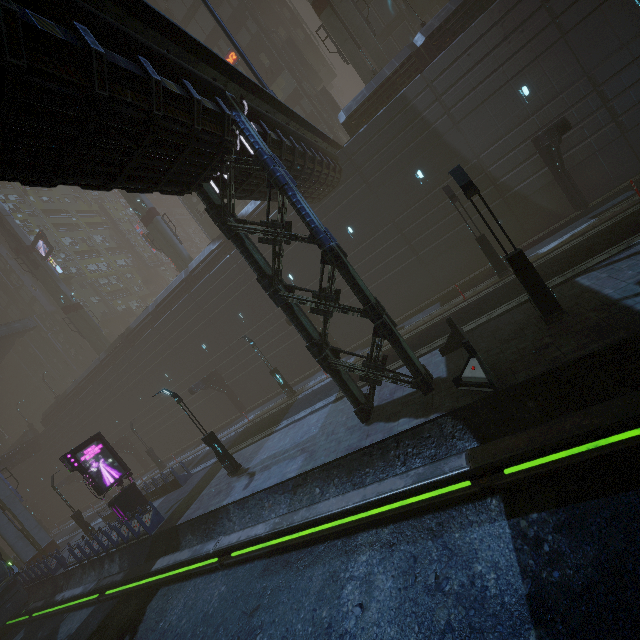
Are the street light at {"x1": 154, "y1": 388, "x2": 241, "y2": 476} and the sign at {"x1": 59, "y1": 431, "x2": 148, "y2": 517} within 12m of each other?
yes

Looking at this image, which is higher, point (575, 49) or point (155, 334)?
point (155, 334)

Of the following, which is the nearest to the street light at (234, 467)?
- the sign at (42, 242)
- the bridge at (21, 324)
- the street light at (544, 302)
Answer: the street light at (544, 302)

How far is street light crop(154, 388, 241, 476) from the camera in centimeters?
1609cm

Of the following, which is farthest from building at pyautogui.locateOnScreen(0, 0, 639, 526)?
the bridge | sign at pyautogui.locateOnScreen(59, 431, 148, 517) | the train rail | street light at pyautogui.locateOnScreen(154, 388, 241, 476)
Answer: street light at pyautogui.locateOnScreen(154, 388, 241, 476)

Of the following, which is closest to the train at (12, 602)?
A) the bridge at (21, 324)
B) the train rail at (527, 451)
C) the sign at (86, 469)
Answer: the train rail at (527, 451)

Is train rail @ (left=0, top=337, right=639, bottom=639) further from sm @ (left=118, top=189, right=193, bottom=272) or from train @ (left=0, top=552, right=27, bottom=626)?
sm @ (left=118, top=189, right=193, bottom=272)

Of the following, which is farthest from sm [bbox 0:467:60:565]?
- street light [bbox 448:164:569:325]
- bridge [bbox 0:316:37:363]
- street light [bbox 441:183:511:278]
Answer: street light [bbox 448:164:569:325]
